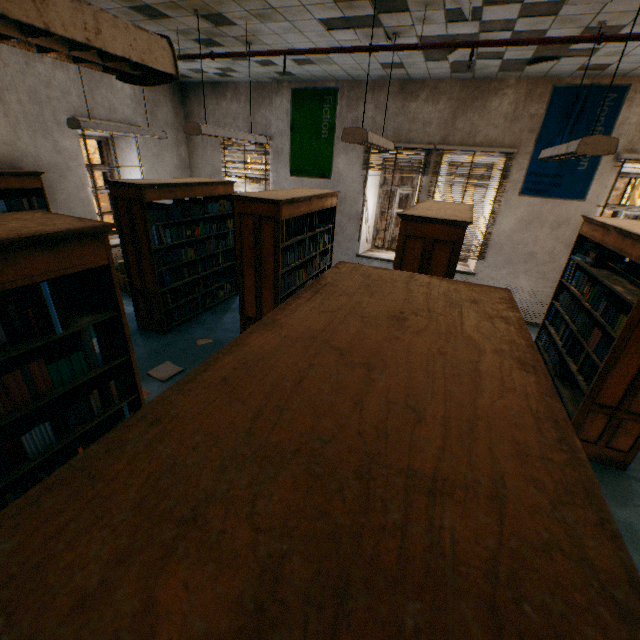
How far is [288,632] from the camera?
0.29m

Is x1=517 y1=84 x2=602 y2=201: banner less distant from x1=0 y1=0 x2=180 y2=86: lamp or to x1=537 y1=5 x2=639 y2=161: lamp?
x1=537 y1=5 x2=639 y2=161: lamp

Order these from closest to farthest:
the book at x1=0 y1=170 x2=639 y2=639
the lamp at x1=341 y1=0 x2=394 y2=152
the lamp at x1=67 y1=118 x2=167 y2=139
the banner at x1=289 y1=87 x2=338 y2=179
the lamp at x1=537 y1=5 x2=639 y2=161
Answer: the book at x1=0 y1=170 x2=639 y2=639, the lamp at x1=537 y1=5 x2=639 y2=161, the lamp at x1=341 y1=0 x2=394 y2=152, the lamp at x1=67 y1=118 x2=167 y2=139, the banner at x1=289 y1=87 x2=338 y2=179

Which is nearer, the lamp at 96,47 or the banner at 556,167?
the lamp at 96,47

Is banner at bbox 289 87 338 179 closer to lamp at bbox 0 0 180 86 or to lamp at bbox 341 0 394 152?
lamp at bbox 341 0 394 152

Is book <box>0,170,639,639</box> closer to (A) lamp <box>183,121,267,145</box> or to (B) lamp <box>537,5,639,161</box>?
(B) lamp <box>537,5,639,161</box>

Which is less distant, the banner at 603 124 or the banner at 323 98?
the banner at 603 124

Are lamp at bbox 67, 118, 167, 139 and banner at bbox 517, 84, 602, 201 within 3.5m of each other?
no
